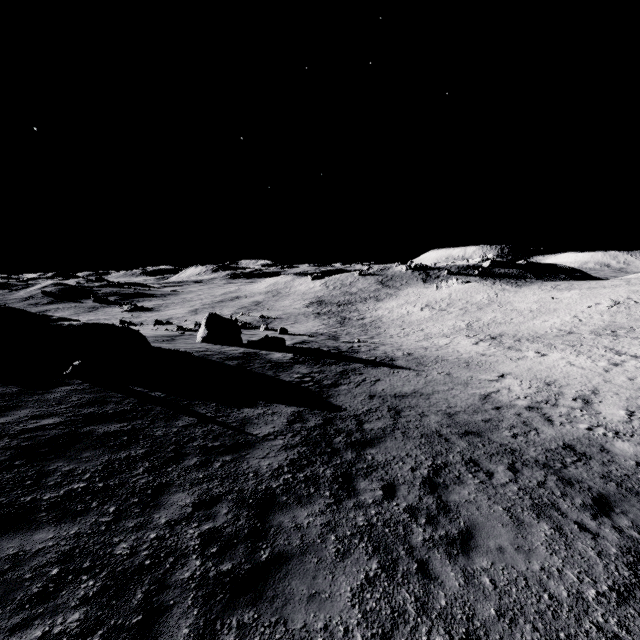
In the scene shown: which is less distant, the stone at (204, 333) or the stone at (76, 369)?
the stone at (76, 369)

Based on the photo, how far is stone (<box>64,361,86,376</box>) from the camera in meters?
12.1 m

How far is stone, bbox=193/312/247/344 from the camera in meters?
25.9

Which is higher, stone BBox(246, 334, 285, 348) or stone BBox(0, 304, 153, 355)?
stone BBox(0, 304, 153, 355)

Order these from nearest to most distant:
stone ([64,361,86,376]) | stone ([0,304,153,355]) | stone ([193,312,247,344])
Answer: stone ([64,361,86,376])
stone ([0,304,153,355])
stone ([193,312,247,344])

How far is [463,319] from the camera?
50.16m

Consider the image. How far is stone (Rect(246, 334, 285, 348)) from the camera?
26.0m

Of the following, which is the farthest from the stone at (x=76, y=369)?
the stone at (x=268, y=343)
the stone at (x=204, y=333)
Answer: the stone at (x=268, y=343)
